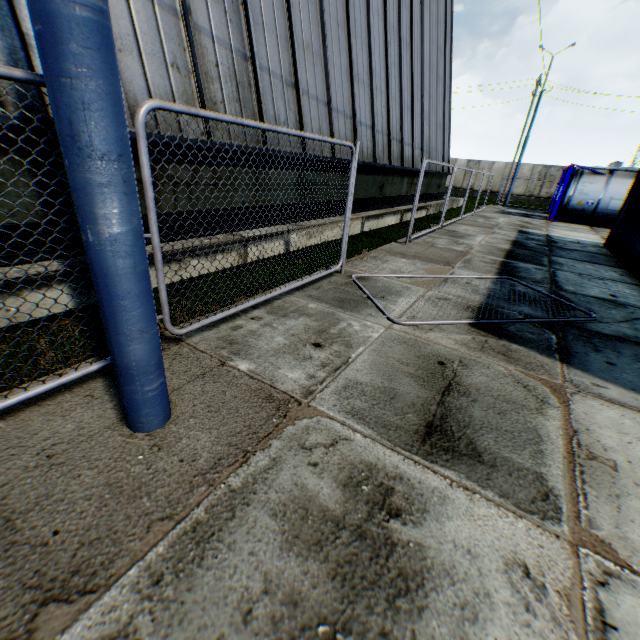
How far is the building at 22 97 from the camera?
3.6 meters

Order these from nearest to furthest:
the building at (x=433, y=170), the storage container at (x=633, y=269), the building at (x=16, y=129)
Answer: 1. the building at (x=16, y=129)
2. the storage container at (x=633, y=269)
3. the building at (x=433, y=170)

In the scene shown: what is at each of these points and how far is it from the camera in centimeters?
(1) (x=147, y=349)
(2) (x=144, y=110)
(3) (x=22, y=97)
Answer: (1) street light, 207cm
(2) metal fence, 239cm
(3) building, 364cm

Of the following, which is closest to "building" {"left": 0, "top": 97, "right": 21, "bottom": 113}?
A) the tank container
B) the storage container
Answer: the tank container

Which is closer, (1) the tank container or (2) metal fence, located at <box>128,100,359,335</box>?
(2) metal fence, located at <box>128,100,359,335</box>

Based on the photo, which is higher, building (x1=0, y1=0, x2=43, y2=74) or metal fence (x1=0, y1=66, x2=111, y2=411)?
building (x1=0, y1=0, x2=43, y2=74)

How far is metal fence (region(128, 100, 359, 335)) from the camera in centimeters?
248cm

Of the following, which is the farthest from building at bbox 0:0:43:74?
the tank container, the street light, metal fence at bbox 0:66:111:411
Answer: the tank container
